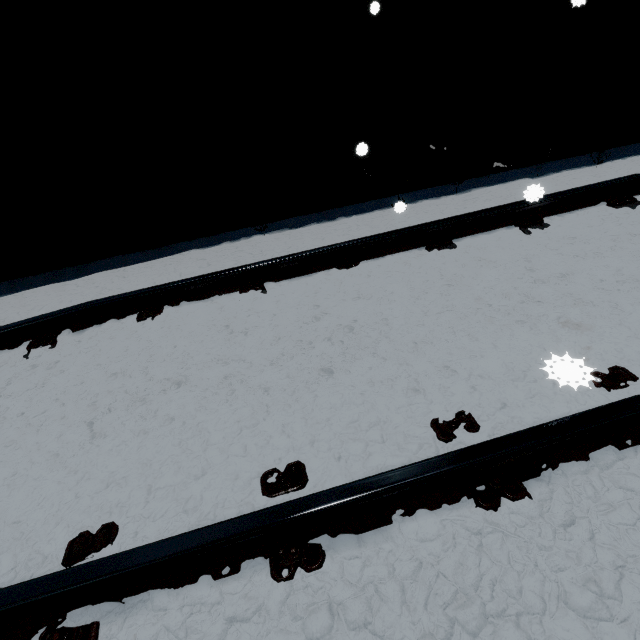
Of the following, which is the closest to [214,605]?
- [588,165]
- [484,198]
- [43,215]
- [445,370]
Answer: [445,370]
